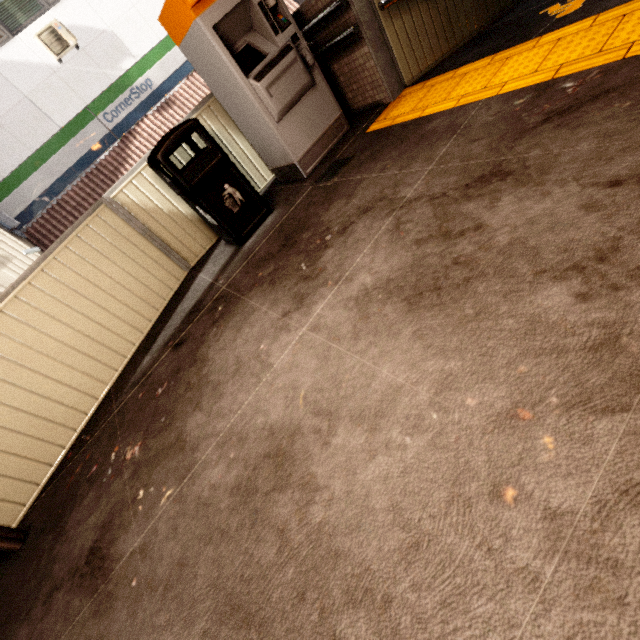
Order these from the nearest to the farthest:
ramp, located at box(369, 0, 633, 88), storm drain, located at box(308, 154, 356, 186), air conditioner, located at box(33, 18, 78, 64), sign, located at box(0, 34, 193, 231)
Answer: ramp, located at box(369, 0, 633, 88)
storm drain, located at box(308, 154, 356, 186)
air conditioner, located at box(33, 18, 78, 64)
sign, located at box(0, 34, 193, 231)

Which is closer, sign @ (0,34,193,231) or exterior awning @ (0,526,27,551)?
exterior awning @ (0,526,27,551)

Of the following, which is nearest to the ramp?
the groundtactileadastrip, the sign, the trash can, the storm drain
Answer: the groundtactileadastrip

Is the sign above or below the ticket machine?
above

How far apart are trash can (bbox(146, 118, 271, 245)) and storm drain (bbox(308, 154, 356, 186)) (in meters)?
0.55

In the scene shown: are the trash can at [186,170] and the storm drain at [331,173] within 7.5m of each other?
yes

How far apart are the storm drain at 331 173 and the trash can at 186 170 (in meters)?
0.55

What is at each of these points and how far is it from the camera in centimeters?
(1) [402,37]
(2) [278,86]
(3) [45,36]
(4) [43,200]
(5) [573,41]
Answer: (1) ramp, 343cm
(2) ticket machine, 321cm
(3) air conditioner, 813cm
(4) sign, 908cm
(5) groundtactileadastrip, 223cm
